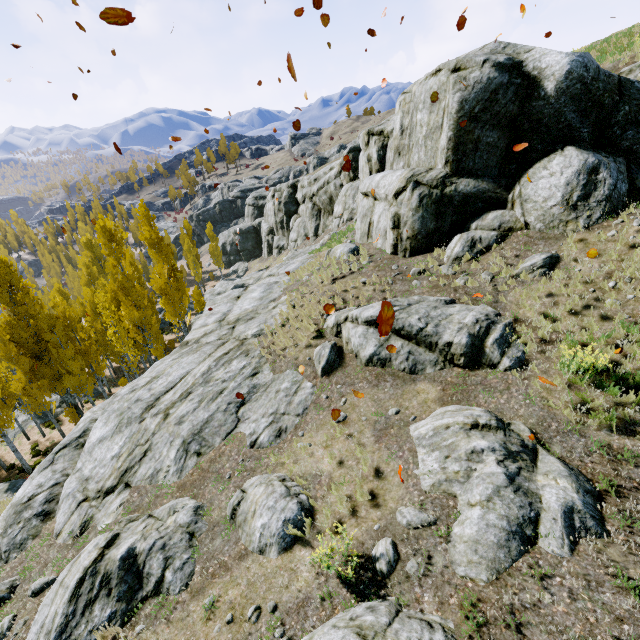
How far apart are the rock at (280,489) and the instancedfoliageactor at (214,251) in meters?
51.0

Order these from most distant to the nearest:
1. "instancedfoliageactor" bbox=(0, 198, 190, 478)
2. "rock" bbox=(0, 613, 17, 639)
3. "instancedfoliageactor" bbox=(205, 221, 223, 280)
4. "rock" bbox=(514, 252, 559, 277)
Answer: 1. "instancedfoliageactor" bbox=(205, 221, 223, 280)
2. "instancedfoliageactor" bbox=(0, 198, 190, 478)
3. "rock" bbox=(514, 252, 559, 277)
4. "rock" bbox=(0, 613, 17, 639)

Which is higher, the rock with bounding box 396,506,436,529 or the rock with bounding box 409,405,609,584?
the rock with bounding box 409,405,609,584

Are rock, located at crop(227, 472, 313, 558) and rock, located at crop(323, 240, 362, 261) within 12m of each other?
yes

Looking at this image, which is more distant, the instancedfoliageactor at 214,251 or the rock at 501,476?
the instancedfoliageactor at 214,251

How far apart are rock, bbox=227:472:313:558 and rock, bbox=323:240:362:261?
10.09m

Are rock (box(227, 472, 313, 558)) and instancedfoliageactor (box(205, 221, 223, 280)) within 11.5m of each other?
no

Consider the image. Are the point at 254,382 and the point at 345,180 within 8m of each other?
no
